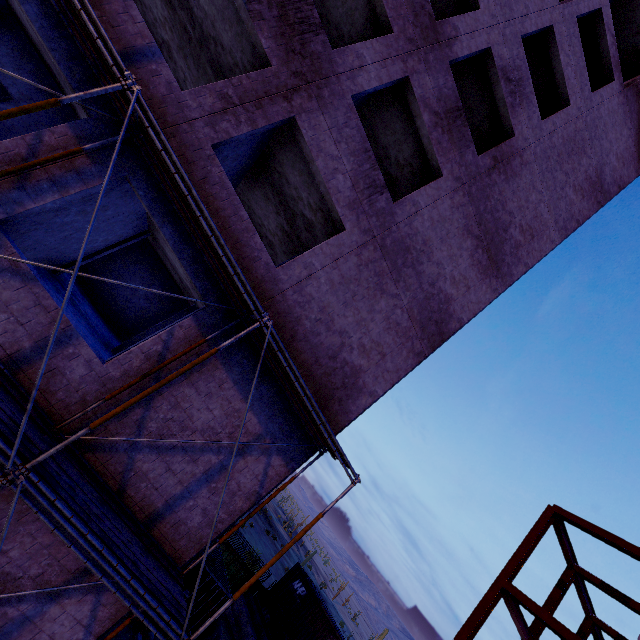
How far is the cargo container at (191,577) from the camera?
13.43m

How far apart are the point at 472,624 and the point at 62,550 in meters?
14.0 m

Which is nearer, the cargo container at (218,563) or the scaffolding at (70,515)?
the scaffolding at (70,515)

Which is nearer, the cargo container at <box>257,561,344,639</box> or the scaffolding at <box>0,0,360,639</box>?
the scaffolding at <box>0,0,360,639</box>

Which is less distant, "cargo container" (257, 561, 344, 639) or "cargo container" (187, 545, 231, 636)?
"cargo container" (187, 545, 231, 636)

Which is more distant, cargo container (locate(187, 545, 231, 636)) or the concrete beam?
the concrete beam

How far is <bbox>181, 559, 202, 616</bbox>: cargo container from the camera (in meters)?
13.43
